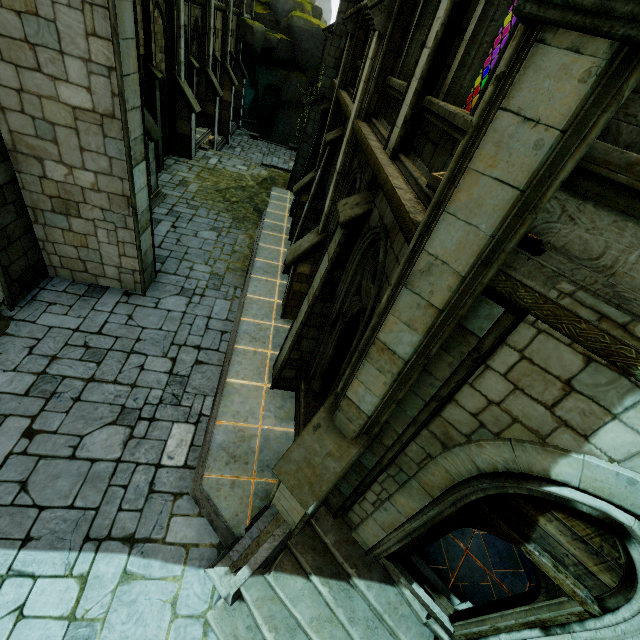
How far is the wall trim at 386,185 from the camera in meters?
3.0

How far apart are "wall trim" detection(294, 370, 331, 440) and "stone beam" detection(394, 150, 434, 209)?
4.67m

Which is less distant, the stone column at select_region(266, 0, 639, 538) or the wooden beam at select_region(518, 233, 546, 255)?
the stone column at select_region(266, 0, 639, 538)

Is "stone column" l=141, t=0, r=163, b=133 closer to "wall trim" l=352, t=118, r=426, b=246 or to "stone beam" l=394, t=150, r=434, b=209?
"wall trim" l=352, t=118, r=426, b=246

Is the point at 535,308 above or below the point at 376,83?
below

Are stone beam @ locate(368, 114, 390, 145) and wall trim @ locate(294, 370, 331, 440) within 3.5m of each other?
no

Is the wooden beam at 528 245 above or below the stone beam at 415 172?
above

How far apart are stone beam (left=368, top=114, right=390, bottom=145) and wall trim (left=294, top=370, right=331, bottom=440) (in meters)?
4.77
